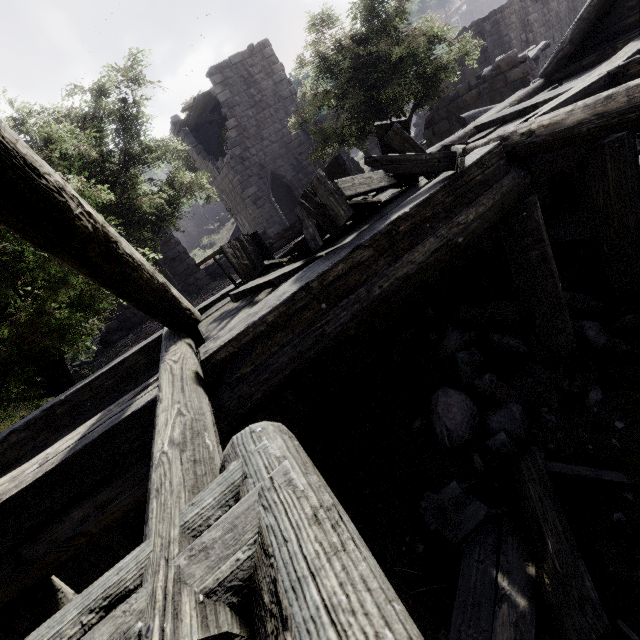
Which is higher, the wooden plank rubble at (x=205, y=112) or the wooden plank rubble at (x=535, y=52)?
the wooden plank rubble at (x=205, y=112)

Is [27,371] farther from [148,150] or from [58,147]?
[148,150]

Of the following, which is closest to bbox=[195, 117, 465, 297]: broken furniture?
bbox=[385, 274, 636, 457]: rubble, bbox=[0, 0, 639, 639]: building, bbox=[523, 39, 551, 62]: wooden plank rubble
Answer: bbox=[0, 0, 639, 639]: building

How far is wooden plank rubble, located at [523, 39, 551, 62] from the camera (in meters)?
14.74

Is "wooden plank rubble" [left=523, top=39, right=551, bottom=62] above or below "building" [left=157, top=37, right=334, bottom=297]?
below

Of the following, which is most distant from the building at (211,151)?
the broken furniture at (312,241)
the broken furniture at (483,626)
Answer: the broken furniture at (483,626)

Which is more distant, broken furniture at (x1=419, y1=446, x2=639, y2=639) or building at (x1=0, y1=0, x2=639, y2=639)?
broken furniture at (x1=419, y1=446, x2=639, y2=639)

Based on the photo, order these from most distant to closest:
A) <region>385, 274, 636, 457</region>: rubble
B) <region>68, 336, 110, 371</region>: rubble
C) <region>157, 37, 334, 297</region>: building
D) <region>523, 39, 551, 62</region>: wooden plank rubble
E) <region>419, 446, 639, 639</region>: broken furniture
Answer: <region>157, 37, 334, 297</region>: building, <region>68, 336, 110, 371</region>: rubble, <region>523, 39, 551, 62</region>: wooden plank rubble, <region>385, 274, 636, 457</region>: rubble, <region>419, 446, 639, 639</region>: broken furniture
